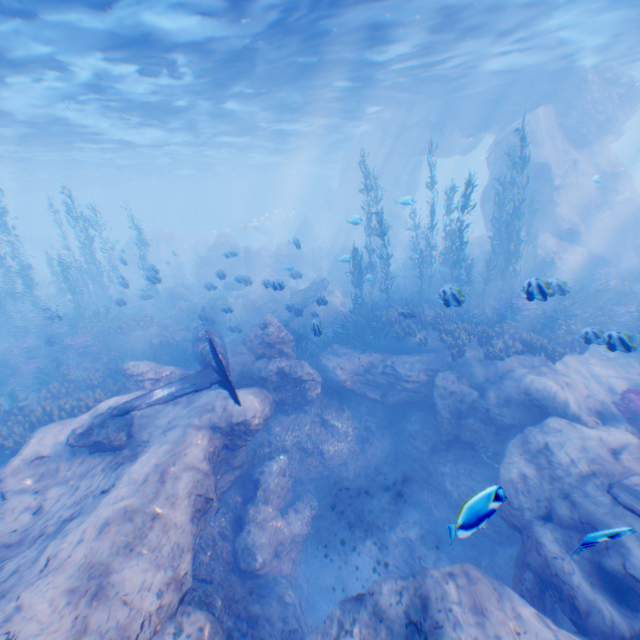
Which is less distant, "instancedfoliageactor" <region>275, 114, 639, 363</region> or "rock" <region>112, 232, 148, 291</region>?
"instancedfoliageactor" <region>275, 114, 639, 363</region>

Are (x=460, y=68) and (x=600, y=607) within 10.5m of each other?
no

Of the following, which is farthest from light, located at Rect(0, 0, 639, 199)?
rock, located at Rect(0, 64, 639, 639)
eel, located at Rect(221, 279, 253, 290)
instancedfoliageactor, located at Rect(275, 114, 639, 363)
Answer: eel, located at Rect(221, 279, 253, 290)

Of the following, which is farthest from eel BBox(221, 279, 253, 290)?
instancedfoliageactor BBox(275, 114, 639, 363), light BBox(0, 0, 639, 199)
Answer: light BBox(0, 0, 639, 199)

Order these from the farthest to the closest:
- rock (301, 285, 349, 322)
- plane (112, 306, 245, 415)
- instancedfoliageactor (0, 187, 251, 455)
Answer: rock (301, 285, 349, 322)
instancedfoliageactor (0, 187, 251, 455)
plane (112, 306, 245, 415)

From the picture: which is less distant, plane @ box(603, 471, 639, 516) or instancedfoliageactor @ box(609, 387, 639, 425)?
plane @ box(603, 471, 639, 516)

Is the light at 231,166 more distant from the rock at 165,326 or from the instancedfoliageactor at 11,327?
the instancedfoliageactor at 11,327

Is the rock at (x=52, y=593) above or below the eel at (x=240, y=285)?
below
